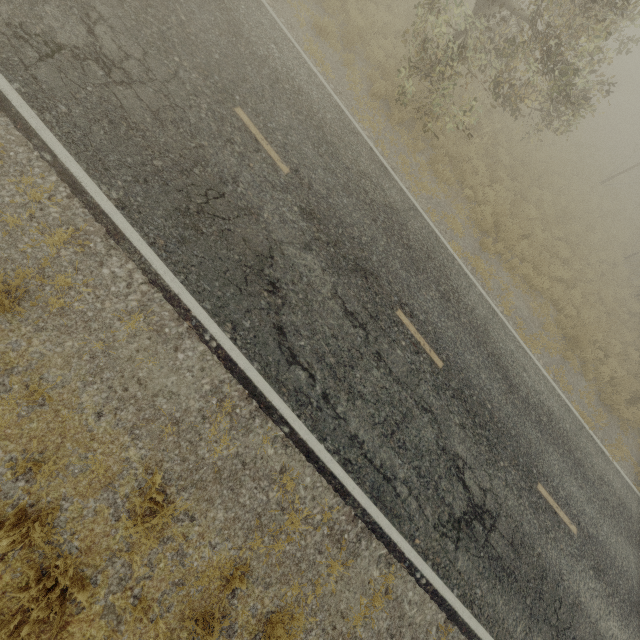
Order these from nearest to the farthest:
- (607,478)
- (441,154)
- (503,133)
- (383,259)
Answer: (383,259) < (607,478) < (441,154) < (503,133)
